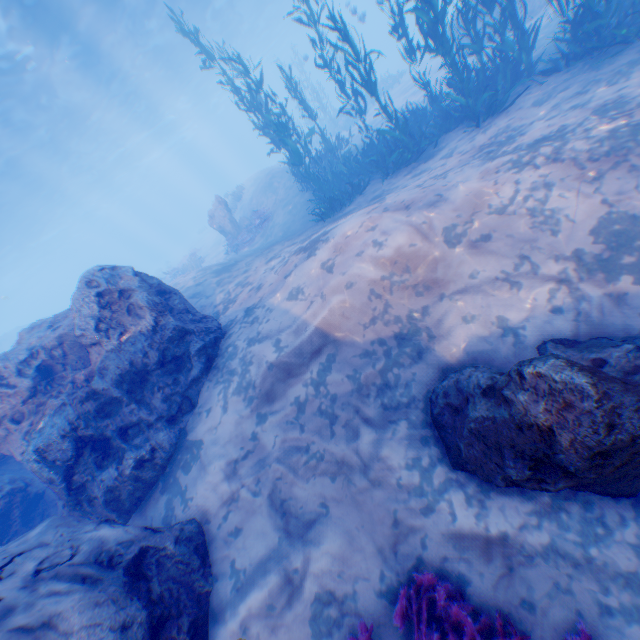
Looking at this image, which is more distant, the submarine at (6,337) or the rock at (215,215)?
the submarine at (6,337)

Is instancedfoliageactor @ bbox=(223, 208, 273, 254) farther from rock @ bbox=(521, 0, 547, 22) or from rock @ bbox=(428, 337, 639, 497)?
rock @ bbox=(428, 337, 639, 497)

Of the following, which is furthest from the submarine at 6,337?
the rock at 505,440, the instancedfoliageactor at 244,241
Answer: the rock at 505,440

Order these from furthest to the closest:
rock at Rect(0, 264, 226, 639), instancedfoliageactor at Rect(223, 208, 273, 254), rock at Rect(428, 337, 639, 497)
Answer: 1. instancedfoliageactor at Rect(223, 208, 273, 254)
2. rock at Rect(0, 264, 226, 639)
3. rock at Rect(428, 337, 639, 497)

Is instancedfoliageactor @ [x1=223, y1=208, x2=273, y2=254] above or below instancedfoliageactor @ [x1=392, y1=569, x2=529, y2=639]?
above

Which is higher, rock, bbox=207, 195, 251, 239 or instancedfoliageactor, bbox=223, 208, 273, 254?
rock, bbox=207, 195, 251, 239

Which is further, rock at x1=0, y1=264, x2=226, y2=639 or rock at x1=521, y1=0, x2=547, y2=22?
rock at x1=521, y1=0, x2=547, y2=22

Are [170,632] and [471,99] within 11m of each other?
no
